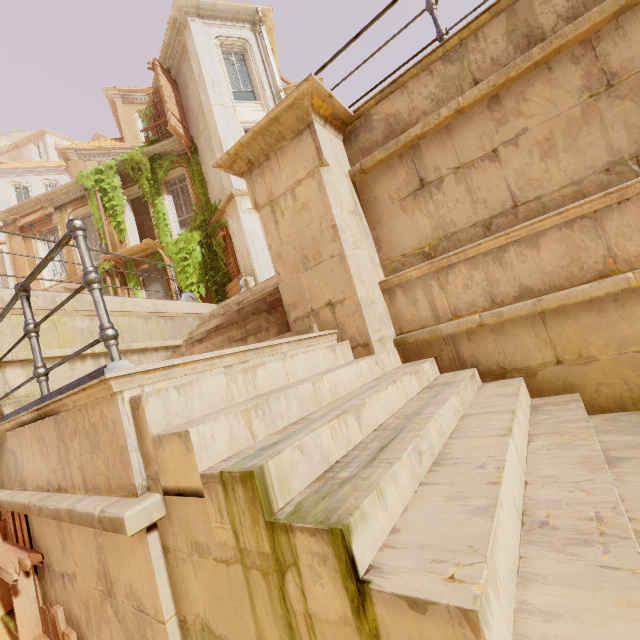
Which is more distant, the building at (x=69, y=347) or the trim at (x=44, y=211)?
the trim at (x=44, y=211)

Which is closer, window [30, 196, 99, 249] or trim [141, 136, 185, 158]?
trim [141, 136, 185, 158]

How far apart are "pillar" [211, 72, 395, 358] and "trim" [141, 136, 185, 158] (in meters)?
12.38

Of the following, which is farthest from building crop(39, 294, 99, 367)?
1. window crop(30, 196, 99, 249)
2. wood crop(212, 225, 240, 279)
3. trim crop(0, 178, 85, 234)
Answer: trim crop(0, 178, 85, 234)

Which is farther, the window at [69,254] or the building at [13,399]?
the window at [69,254]

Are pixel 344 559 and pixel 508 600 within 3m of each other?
yes

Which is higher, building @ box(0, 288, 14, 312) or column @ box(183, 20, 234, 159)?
column @ box(183, 20, 234, 159)

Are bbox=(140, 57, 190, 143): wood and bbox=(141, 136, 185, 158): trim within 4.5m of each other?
yes
